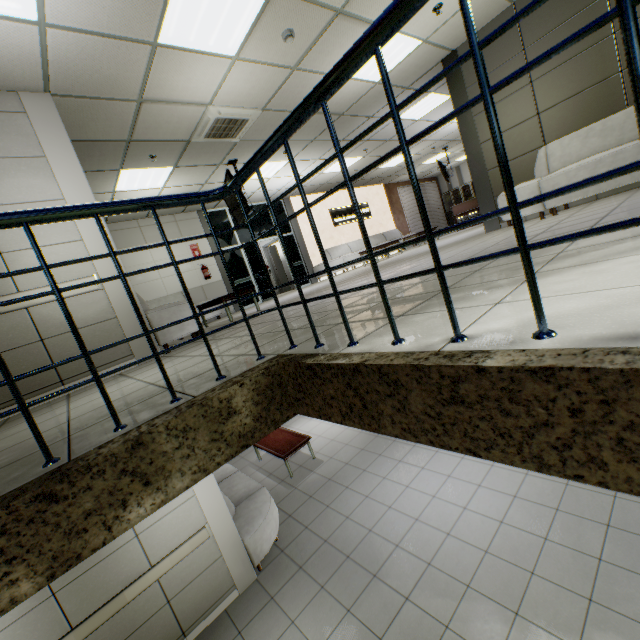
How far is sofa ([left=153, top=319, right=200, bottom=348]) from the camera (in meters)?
4.16

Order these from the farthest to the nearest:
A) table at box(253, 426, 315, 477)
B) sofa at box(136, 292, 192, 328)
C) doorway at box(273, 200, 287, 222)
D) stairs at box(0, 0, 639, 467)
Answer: doorway at box(273, 200, 287, 222) → table at box(253, 426, 315, 477) → sofa at box(136, 292, 192, 328) → stairs at box(0, 0, 639, 467)

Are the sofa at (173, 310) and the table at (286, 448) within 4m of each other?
yes

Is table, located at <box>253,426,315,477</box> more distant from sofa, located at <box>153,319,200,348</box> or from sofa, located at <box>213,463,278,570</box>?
sofa, located at <box>153,319,200,348</box>

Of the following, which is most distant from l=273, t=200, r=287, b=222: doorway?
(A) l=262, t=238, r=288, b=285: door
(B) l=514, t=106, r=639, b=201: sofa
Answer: (B) l=514, t=106, r=639, b=201: sofa

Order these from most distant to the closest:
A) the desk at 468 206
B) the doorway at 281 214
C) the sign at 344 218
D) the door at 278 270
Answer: the desk at 468 206
the door at 278 270
the sign at 344 218
the doorway at 281 214

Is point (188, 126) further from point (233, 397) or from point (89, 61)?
point (233, 397)

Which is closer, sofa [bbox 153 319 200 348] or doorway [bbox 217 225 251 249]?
sofa [bbox 153 319 200 348]
